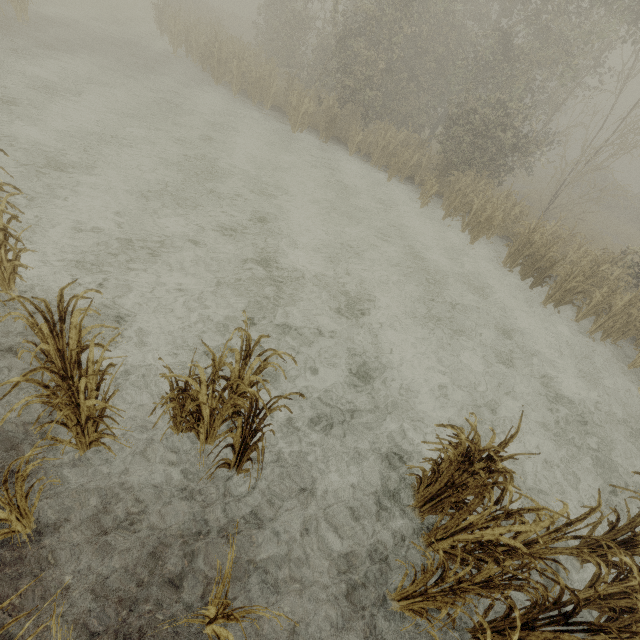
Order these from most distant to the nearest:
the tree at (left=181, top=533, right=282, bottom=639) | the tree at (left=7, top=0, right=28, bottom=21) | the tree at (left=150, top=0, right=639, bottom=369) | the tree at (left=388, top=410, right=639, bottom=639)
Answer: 1. the tree at (left=7, top=0, right=28, bottom=21)
2. the tree at (left=150, top=0, right=639, bottom=369)
3. the tree at (left=388, top=410, right=639, bottom=639)
4. the tree at (left=181, top=533, right=282, bottom=639)

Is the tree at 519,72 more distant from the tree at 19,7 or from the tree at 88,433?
the tree at 19,7

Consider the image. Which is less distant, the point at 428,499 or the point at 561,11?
the point at 428,499

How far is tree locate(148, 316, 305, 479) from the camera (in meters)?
2.98

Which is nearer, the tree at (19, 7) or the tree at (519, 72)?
the tree at (519, 72)

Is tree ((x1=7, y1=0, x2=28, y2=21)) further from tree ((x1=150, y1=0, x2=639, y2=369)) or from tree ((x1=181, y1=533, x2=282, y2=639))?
tree ((x1=150, y1=0, x2=639, y2=369))

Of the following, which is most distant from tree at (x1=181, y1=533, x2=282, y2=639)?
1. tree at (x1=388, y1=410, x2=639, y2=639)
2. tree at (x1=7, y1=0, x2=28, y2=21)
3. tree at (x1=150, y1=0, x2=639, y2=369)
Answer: tree at (x1=7, y1=0, x2=28, y2=21)

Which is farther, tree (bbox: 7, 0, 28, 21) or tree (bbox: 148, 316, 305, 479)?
tree (bbox: 7, 0, 28, 21)
